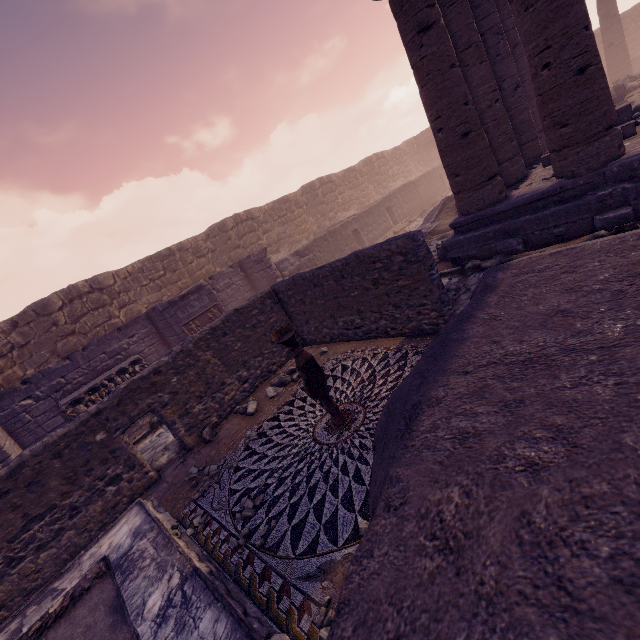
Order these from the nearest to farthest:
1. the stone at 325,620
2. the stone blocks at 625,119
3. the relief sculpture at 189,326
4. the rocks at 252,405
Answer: the stone at 325,620 < the rocks at 252,405 < the stone blocks at 625,119 < the relief sculpture at 189,326

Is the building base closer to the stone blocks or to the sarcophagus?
the stone blocks

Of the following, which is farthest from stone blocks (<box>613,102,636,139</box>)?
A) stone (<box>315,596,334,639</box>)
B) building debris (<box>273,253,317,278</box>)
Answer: stone (<box>315,596,334,639</box>)

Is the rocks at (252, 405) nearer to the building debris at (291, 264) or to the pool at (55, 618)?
the pool at (55, 618)

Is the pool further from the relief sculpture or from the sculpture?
the relief sculpture

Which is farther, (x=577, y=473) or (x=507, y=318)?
(x=507, y=318)

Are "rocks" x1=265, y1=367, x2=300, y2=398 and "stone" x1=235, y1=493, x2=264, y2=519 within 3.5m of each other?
yes

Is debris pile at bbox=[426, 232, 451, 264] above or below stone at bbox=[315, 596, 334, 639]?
above
